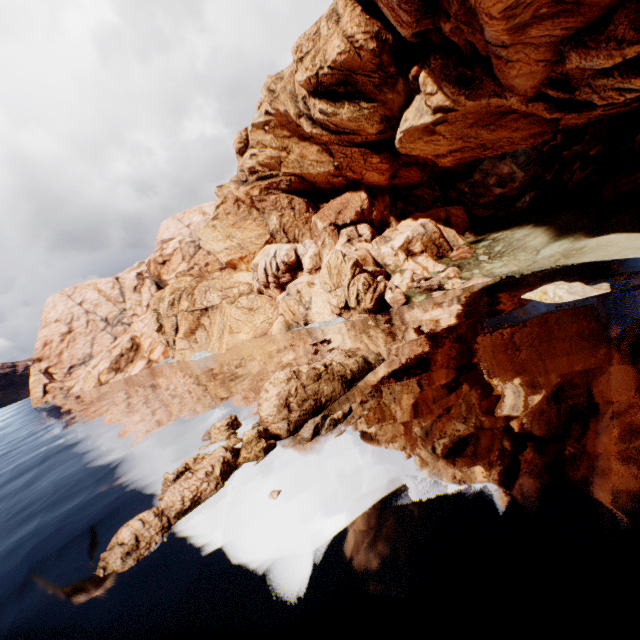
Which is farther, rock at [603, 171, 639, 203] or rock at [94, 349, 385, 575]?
rock at [603, 171, 639, 203]

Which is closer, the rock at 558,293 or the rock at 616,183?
the rock at 558,293

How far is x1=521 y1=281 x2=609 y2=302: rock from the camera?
19.2 meters

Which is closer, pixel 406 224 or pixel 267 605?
pixel 267 605

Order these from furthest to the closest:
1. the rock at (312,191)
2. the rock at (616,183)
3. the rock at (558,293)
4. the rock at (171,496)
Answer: the rock at (616,183) → the rock at (312,191) → the rock at (558,293) → the rock at (171,496)

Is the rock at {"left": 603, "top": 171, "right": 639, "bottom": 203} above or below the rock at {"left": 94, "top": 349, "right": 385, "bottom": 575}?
above
